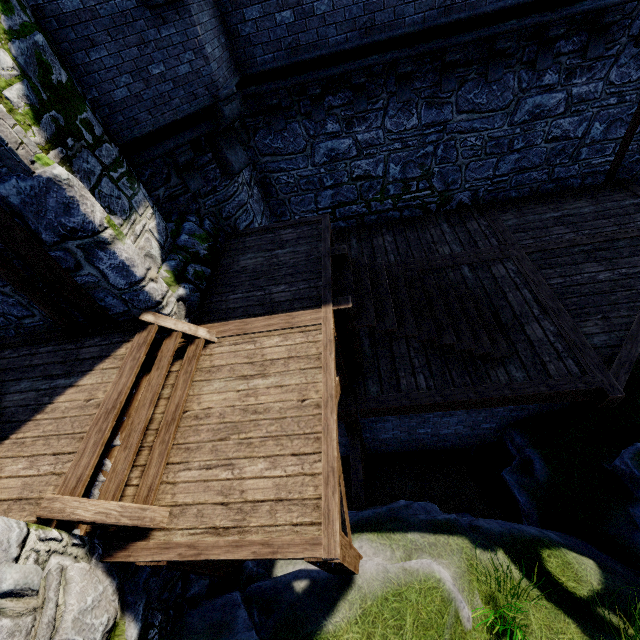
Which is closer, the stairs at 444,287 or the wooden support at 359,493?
the stairs at 444,287

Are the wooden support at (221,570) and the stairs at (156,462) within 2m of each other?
yes

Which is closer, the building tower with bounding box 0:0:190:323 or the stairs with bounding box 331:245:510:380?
the building tower with bounding box 0:0:190:323

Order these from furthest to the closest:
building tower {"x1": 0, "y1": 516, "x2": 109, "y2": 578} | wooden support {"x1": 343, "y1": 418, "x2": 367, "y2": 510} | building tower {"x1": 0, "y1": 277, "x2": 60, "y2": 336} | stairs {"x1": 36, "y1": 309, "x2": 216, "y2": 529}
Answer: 1. wooden support {"x1": 343, "y1": 418, "x2": 367, "y2": 510}
2. building tower {"x1": 0, "y1": 277, "x2": 60, "y2": 336}
3. stairs {"x1": 36, "y1": 309, "x2": 216, "y2": 529}
4. building tower {"x1": 0, "y1": 516, "x2": 109, "y2": 578}

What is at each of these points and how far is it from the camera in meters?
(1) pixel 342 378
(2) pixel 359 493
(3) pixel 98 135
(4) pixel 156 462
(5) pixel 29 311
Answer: (1) wooden support, 5.6
(2) wooden support, 6.7
(3) building tower, 4.4
(4) stairs, 3.8
(5) building tower, 4.9

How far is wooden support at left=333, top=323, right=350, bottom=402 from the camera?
4.91m

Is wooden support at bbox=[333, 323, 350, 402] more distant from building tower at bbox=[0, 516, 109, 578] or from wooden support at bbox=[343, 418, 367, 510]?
building tower at bbox=[0, 516, 109, 578]

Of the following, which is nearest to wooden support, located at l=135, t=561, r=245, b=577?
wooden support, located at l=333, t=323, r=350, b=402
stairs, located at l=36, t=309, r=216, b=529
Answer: stairs, located at l=36, t=309, r=216, b=529
